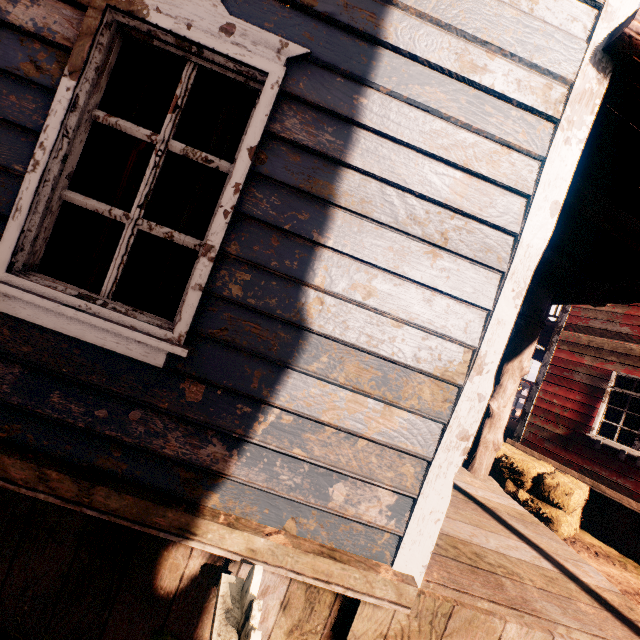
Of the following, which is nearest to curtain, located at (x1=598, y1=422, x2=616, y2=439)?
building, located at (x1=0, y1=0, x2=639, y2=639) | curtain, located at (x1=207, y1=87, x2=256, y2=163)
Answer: building, located at (x1=0, y1=0, x2=639, y2=639)

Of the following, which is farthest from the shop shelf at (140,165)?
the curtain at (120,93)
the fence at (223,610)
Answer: the fence at (223,610)

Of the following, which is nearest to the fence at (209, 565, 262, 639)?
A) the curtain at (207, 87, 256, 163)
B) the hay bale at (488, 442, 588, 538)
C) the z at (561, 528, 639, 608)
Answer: the z at (561, 528, 639, 608)

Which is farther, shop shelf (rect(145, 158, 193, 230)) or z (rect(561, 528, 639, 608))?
shop shelf (rect(145, 158, 193, 230))

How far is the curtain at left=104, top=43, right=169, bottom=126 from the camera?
1.72m

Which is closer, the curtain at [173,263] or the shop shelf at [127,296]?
the curtain at [173,263]

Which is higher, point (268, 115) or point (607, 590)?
point (268, 115)

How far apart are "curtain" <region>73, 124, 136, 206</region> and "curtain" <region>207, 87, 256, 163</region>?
0.33m
